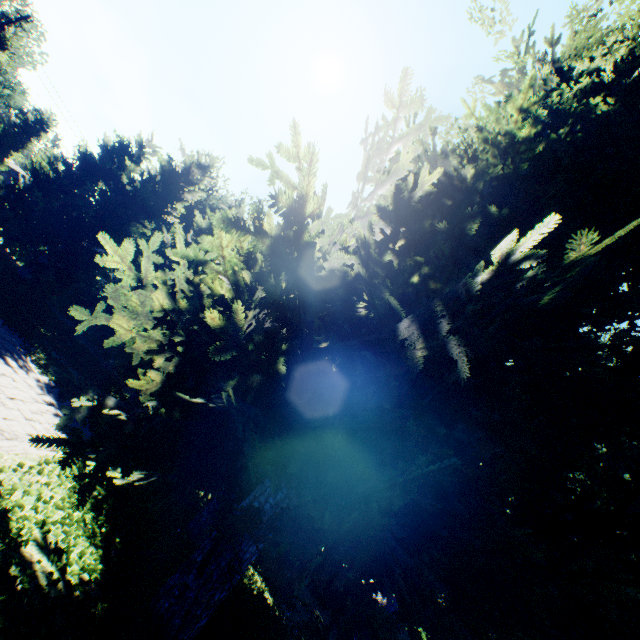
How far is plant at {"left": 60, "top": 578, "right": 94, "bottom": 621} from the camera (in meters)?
4.11

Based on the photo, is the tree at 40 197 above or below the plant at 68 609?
above

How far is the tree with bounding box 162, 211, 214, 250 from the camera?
18.8 meters

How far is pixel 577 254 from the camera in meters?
3.5 m

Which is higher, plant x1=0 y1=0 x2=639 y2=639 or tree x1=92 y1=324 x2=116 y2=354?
plant x1=0 y1=0 x2=639 y2=639

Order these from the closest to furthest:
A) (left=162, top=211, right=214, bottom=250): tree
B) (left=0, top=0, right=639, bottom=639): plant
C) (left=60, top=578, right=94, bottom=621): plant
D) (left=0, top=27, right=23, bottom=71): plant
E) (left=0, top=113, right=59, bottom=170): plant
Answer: (left=0, top=0, right=639, bottom=639): plant < (left=60, top=578, right=94, bottom=621): plant < (left=162, top=211, right=214, bottom=250): tree < (left=0, top=27, right=23, bottom=71): plant < (left=0, top=113, right=59, bottom=170): plant

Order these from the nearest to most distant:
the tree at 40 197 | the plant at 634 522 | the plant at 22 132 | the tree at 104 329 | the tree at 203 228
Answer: the plant at 634 522
the tree at 104 329
the tree at 40 197
the tree at 203 228
the plant at 22 132

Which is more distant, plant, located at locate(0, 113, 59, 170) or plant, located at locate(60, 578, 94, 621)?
plant, located at locate(0, 113, 59, 170)
